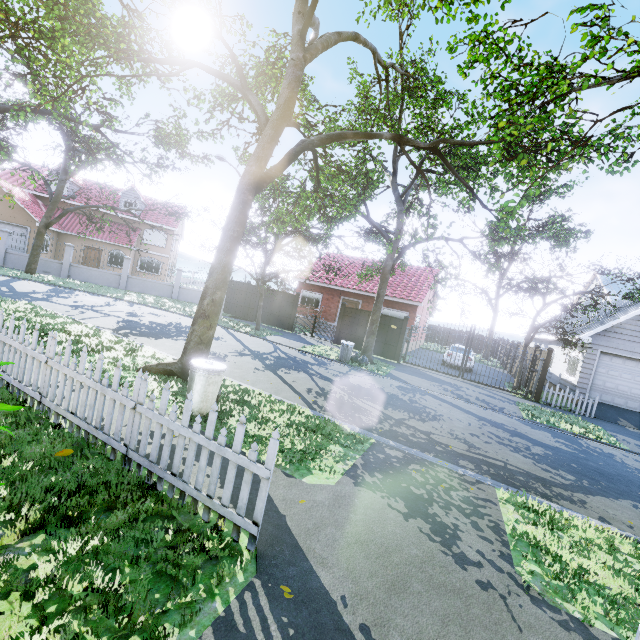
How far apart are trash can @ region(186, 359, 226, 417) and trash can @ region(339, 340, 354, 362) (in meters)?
9.07

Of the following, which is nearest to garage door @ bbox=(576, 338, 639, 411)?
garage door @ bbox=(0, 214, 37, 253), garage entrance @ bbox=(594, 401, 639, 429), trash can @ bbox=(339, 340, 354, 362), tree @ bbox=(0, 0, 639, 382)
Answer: garage entrance @ bbox=(594, 401, 639, 429)

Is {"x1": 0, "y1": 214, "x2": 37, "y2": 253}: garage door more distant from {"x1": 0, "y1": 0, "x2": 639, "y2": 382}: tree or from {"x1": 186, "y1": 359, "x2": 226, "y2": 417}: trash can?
{"x1": 186, "y1": 359, "x2": 226, "y2": 417}: trash can

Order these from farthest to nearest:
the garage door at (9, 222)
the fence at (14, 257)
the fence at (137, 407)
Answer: the garage door at (9, 222) → the fence at (14, 257) → the fence at (137, 407)

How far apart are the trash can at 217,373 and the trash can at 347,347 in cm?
907

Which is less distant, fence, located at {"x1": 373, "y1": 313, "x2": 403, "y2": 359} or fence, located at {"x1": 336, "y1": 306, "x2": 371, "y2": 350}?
fence, located at {"x1": 373, "y1": 313, "x2": 403, "y2": 359}

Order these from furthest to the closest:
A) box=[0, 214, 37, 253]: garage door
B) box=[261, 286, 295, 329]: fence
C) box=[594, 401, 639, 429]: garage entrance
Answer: box=[0, 214, 37, 253]: garage door
box=[261, 286, 295, 329]: fence
box=[594, 401, 639, 429]: garage entrance

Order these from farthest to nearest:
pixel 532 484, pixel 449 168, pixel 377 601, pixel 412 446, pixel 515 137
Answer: pixel 449 168, pixel 515 137, pixel 412 446, pixel 532 484, pixel 377 601
